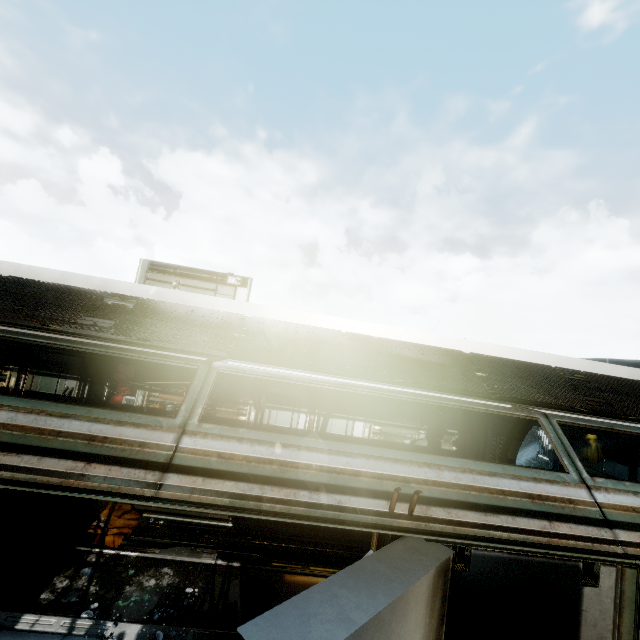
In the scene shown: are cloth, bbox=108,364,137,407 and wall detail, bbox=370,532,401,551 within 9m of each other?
no

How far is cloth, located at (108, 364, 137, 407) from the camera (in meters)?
11.37

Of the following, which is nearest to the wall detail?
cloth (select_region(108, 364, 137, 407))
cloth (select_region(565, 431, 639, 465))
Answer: cloth (select_region(108, 364, 137, 407))

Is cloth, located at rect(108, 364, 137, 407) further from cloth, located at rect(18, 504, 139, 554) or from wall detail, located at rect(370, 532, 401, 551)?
wall detail, located at rect(370, 532, 401, 551)

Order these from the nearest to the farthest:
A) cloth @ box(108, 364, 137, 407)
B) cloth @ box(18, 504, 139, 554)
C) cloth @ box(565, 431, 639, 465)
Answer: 1. cloth @ box(18, 504, 139, 554)
2. cloth @ box(108, 364, 137, 407)
3. cloth @ box(565, 431, 639, 465)

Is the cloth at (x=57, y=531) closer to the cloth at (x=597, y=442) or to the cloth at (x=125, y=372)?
the cloth at (x=125, y=372)

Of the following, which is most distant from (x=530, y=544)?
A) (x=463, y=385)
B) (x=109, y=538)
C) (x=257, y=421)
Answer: (x=257, y=421)

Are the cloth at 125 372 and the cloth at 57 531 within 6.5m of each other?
yes
